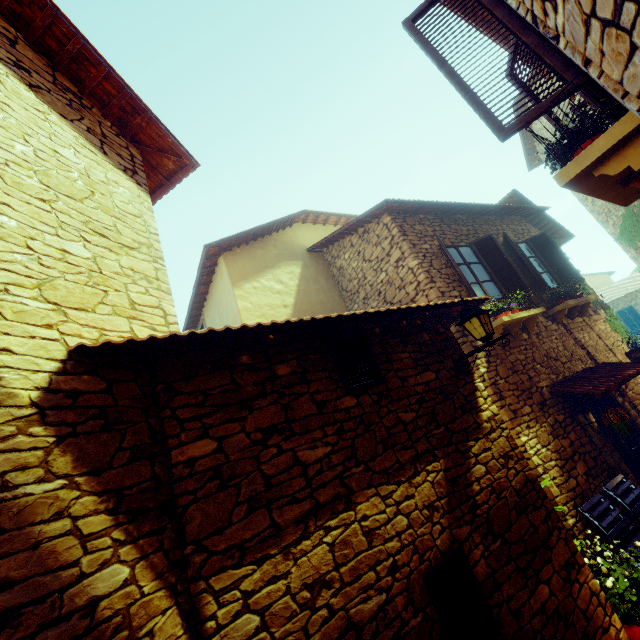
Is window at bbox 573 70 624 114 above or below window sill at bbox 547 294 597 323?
above

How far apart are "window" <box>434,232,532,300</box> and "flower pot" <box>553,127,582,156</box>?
3.2 meters

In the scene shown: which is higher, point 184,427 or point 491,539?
point 184,427

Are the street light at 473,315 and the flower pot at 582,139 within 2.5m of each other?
yes

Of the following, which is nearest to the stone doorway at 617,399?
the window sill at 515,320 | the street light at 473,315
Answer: the window sill at 515,320

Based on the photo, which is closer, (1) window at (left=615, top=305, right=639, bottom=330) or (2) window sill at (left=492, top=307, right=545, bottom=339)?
(2) window sill at (left=492, top=307, right=545, bottom=339)

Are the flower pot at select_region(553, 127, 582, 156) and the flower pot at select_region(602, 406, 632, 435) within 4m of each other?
no

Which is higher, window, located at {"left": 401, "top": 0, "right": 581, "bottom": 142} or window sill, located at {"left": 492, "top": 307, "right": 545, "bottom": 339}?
window, located at {"left": 401, "top": 0, "right": 581, "bottom": 142}
